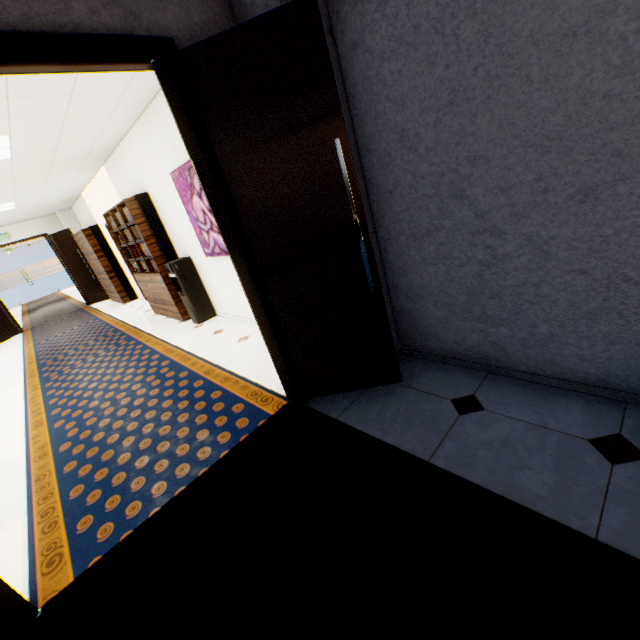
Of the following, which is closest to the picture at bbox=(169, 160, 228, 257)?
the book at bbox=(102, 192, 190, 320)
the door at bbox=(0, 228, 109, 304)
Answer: the book at bbox=(102, 192, 190, 320)

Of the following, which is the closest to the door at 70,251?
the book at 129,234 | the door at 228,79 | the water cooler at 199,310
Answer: the book at 129,234

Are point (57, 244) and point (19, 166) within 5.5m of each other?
no

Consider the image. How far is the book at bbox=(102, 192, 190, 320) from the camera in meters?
5.2

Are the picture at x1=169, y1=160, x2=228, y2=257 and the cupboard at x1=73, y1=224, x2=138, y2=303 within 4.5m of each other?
no

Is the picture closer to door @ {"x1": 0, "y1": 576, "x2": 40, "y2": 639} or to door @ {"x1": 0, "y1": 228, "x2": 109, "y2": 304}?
door @ {"x1": 0, "y1": 576, "x2": 40, "y2": 639}

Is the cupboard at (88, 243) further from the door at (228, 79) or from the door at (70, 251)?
the door at (228, 79)

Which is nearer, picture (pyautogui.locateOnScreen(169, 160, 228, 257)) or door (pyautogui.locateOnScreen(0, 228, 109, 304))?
picture (pyautogui.locateOnScreen(169, 160, 228, 257))
